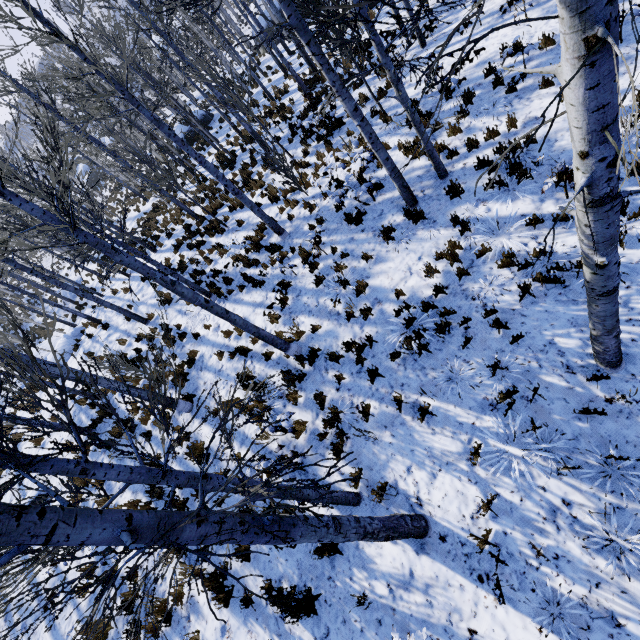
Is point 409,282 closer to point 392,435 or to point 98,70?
point 392,435

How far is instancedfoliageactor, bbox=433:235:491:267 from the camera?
6.3 meters

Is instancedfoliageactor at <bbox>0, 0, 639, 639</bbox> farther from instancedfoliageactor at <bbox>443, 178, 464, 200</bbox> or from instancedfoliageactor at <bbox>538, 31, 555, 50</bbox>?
instancedfoliageactor at <bbox>538, 31, 555, 50</bbox>

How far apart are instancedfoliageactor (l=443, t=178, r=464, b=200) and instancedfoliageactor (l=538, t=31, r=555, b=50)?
3.3m

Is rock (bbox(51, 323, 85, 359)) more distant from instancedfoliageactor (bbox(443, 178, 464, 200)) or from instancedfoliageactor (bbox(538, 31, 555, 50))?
instancedfoliageactor (bbox(538, 31, 555, 50))

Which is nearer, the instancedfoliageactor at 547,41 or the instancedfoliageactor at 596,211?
the instancedfoliageactor at 596,211

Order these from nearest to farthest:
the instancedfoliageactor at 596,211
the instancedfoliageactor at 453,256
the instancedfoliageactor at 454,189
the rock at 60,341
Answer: the instancedfoliageactor at 596,211
the instancedfoliageactor at 453,256
the instancedfoliageactor at 454,189
the rock at 60,341

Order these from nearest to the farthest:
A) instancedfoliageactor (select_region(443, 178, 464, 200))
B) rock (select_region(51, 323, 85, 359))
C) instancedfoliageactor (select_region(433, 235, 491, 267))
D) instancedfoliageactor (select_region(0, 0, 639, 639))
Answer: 1. instancedfoliageactor (select_region(0, 0, 639, 639))
2. instancedfoliageactor (select_region(433, 235, 491, 267))
3. instancedfoliageactor (select_region(443, 178, 464, 200))
4. rock (select_region(51, 323, 85, 359))
